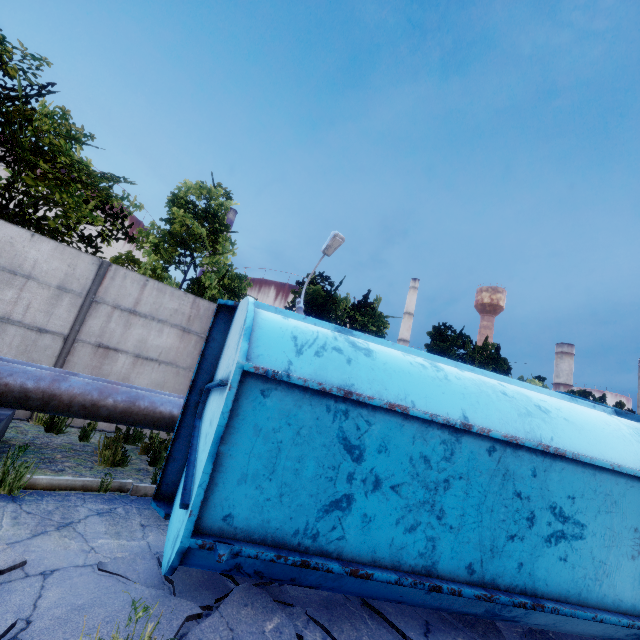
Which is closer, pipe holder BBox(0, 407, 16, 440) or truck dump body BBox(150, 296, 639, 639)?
truck dump body BBox(150, 296, 639, 639)

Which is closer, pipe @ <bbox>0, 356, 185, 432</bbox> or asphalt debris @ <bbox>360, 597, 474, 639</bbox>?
asphalt debris @ <bbox>360, 597, 474, 639</bbox>

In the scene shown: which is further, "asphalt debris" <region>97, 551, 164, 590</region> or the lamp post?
the lamp post

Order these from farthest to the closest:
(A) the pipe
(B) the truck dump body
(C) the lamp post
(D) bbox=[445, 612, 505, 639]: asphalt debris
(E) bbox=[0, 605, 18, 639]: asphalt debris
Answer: (C) the lamp post
(A) the pipe
(D) bbox=[445, 612, 505, 639]: asphalt debris
(B) the truck dump body
(E) bbox=[0, 605, 18, 639]: asphalt debris

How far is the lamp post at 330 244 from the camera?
10.75m

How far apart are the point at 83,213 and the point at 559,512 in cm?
1389

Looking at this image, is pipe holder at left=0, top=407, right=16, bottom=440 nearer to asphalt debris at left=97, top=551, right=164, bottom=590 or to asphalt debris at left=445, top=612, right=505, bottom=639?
asphalt debris at left=97, top=551, right=164, bottom=590

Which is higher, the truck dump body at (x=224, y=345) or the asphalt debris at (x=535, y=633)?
the truck dump body at (x=224, y=345)
